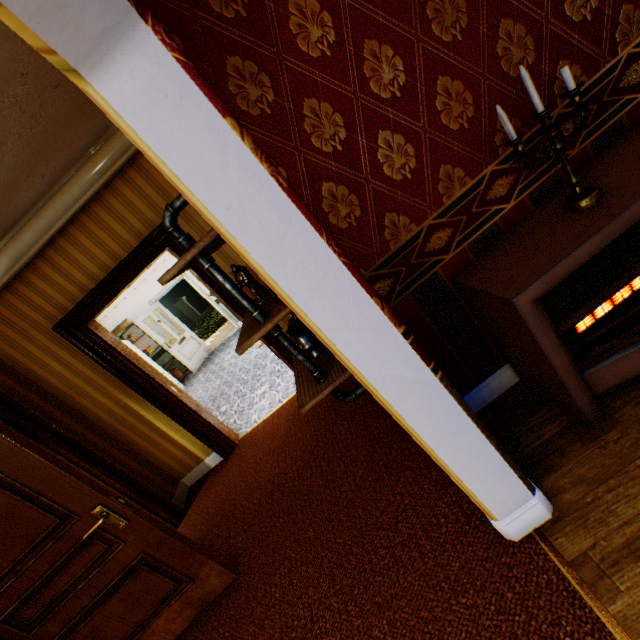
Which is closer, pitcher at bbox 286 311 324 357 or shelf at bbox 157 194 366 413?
shelf at bbox 157 194 366 413

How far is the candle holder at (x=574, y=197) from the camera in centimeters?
133cm

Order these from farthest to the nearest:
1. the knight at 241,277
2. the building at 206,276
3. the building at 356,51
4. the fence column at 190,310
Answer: the fence column at 190,310 → the building at 206,276 → the knight at 241,277 → the building at 356,51

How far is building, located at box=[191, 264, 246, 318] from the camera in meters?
3.4 m

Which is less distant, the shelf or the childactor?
the shelf

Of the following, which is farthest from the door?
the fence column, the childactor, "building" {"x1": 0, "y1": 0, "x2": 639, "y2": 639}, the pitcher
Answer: the fence column

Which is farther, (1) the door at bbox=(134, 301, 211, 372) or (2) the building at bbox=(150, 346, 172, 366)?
(2) the building at bbox=(150, 346, 172, 366)

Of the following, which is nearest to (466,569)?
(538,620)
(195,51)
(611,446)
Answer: (538,620)
